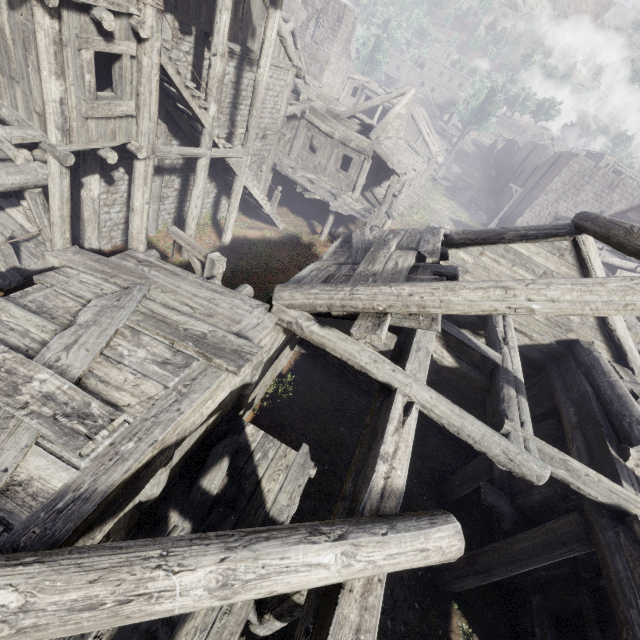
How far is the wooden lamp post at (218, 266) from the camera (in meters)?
6.91

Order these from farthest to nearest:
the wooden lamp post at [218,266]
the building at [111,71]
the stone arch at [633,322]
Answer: the stone arch at [633,322] → the wooden lamp post at [218,266] → the building at [111,71]

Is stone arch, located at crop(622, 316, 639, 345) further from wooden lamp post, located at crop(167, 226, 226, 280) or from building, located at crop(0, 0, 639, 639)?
wooden lamp post, located at crop(167, 226, 226, 280)

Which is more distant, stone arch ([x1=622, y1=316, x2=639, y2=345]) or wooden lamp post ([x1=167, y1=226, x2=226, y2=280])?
stone arch ([x1=622, y1=316, x2=639, y2=345])

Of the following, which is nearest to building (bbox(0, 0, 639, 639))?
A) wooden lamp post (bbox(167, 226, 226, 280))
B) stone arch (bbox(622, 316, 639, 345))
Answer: stone arch (bbox(622, 316, 639, 345))

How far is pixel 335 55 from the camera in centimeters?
3669cm
